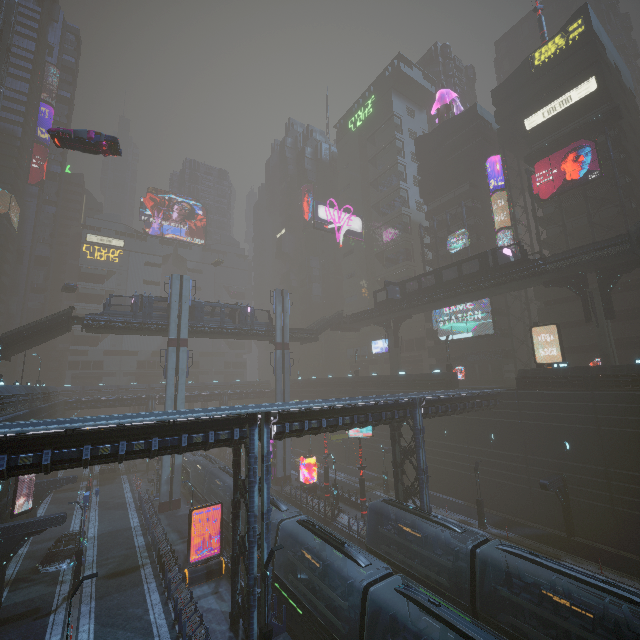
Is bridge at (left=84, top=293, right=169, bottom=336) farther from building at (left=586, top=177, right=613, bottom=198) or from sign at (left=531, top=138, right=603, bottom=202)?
sign at (left=531, top=138, right=603, bottom=202)

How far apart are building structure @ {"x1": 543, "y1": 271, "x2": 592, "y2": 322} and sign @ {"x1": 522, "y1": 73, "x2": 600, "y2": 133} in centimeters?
2272cm

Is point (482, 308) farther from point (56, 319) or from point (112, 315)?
point (56, 319)

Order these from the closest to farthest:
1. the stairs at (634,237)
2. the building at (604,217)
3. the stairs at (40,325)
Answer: the stairs at (634,237), the stairs at (40,325), the building at (604,217)

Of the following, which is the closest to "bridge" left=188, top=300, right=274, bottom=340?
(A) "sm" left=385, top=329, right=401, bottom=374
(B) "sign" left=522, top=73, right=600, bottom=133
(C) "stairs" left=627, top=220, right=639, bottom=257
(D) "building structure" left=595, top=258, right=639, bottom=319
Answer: (A) "sm" left=385, top=329, right=401, bottom=374

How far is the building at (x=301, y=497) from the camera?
A: 28.6 meters

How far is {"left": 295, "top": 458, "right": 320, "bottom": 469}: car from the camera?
46.38m

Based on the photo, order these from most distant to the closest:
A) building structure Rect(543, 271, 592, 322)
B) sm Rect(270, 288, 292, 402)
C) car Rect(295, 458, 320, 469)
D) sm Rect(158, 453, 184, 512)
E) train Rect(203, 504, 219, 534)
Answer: car Rect(295, 458, 320, 469), sm Rect(270, 288, 292, 402), sm Rect(158, 453, 184, 512), building structure Rect(543, 271, 592, 322), train Rect(203, 504, 219, 534)
